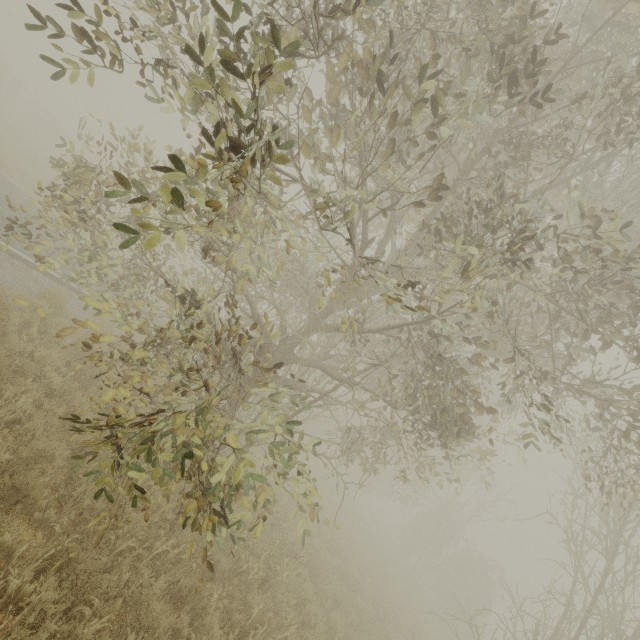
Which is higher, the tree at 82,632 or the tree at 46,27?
the tree at 46,27

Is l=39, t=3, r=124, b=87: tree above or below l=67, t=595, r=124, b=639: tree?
above

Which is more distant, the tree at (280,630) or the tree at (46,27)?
the tree at (280,630)

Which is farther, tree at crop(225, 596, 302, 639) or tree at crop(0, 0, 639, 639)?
tree at crop(225, 596, 302, 639)

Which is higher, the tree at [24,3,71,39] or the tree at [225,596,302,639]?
the tree at [24,3,71,39]

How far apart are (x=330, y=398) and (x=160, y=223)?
6.68m

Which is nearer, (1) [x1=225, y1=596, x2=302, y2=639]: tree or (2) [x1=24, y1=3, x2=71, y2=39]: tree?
(2) [x1=24, y1=3, x2=71, y2=39]: tree
